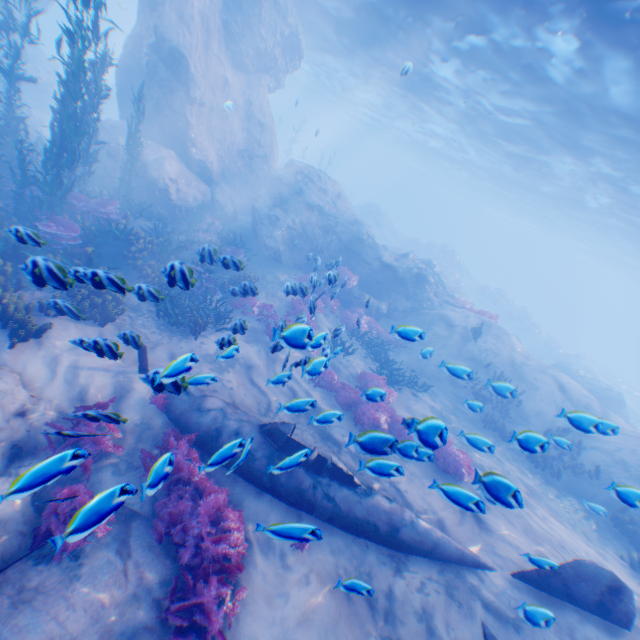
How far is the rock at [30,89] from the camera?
21.1 meters

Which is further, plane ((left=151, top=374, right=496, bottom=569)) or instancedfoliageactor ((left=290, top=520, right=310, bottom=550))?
plane ((left=151, top=374, right=496, bottom=569))

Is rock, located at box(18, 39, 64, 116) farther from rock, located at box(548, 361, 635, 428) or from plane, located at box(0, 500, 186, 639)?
rock, located at box(548, 361, 635, 428)

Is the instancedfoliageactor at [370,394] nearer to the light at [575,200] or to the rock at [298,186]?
the rock at [298,186]

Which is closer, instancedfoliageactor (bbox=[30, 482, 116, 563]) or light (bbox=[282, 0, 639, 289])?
instancedfoliageactor (bbox=[30, 482, 116, 563])

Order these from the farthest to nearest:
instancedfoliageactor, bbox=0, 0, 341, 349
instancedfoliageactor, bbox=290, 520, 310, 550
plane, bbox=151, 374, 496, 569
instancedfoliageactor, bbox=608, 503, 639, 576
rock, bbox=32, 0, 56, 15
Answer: rock, bbox=32, 0, 56, 15, instancedfoliageactor, bbox=608, 503, 639, 576, instancedfoliageactor, bbox=0, 0, 341, 349, plane, bbox=151, 374, 496, 569, instancedfoliageactor, bbox=290, 520, 310, 550

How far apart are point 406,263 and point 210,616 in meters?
17.1

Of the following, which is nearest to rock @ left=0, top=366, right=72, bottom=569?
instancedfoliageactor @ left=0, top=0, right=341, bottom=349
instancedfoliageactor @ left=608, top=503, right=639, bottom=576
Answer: instancedfoliageactor @ left=0, top=0, right=341, bottom=349
